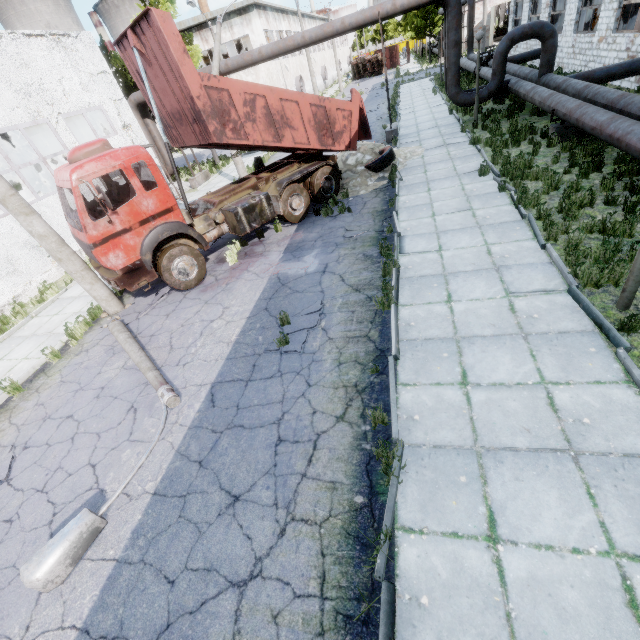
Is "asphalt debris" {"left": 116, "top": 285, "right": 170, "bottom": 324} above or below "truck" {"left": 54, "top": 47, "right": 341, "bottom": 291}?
below

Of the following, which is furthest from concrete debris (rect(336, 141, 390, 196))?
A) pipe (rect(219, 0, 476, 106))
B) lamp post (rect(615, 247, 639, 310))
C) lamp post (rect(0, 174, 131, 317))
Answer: lamp post (rect(615, 247, 639, 310))

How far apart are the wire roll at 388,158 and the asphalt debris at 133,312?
8.9 meters

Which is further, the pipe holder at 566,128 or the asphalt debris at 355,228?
the pipe holder at 566,128

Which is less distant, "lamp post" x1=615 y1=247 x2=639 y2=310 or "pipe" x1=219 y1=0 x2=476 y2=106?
"lamp post" x1=615 y1=247 x2=639 y2=310

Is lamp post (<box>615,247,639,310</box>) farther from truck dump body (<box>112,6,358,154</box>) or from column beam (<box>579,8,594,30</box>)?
column beam (<box>579,8,594,30</box>)

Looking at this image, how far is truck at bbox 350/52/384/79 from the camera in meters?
51.7 m

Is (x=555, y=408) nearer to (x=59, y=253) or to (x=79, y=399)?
(x=79, y=399)
